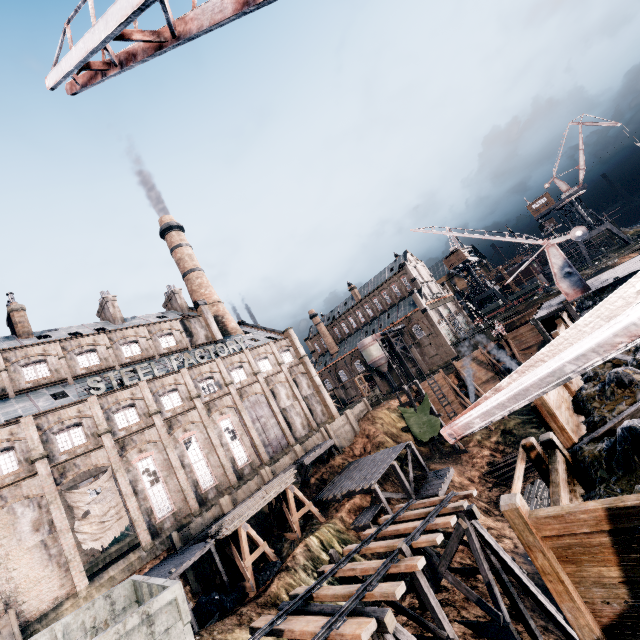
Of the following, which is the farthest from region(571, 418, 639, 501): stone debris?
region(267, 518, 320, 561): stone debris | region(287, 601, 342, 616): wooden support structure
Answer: region(267, 518, 320, 561): stone debris

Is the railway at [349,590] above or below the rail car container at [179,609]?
below

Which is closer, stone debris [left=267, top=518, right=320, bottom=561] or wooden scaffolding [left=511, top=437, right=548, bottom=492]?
wooden scaffolding [left=511, top=437, right=548, bottom=492]

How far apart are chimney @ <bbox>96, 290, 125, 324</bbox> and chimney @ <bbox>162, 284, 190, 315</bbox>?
7.6 meters

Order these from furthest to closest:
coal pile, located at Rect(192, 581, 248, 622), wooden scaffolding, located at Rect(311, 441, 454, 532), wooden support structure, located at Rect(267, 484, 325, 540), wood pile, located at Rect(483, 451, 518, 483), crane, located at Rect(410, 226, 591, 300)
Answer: wood pile, located at Rect(483, 451, 518, 483), wooden scaffolding, located at Rect(311, 441, 454, 532), wooden support structure, located at Rect(267, 484, 325, 540), crane, located at Rect(410, 226, 591, 300), coal pile, located at Rect(192, 581, 248, 622)

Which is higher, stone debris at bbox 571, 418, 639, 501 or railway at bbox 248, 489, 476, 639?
stone debris at bbox 571, 418, 639, 501

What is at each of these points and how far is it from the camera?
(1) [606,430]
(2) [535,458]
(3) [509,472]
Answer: (1) wooden scaffolding, 10.0m
(2) wooden scaffolding, 10.0m
(3) wood pile, 34.9m

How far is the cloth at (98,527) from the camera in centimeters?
2536cm
